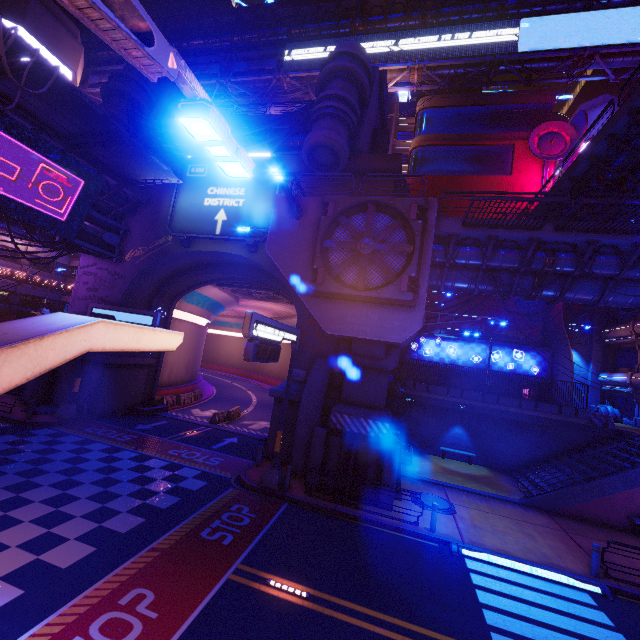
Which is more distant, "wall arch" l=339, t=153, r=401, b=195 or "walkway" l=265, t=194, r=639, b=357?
"wall arch" l=339, t=153, r=401, b=195

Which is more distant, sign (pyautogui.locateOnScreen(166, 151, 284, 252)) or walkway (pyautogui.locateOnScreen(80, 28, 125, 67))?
walkway (pyautogui.locateOnScreen(80, 28, 125, 67))

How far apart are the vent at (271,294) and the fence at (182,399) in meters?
10.1

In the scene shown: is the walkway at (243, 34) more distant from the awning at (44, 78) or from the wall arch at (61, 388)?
the awning at (44, 78)

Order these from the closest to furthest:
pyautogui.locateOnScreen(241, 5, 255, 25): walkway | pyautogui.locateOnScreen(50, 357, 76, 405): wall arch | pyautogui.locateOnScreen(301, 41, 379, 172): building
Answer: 1. pyautogui.locateOnScreen(301, 41, 379, 172): building
2. pyautogui.locateOnScreen(50, 357, 76, 405): wall arch
3. pyautogui.locateOnScreen(241, 5, 255, 25): walkway

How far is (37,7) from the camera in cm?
3562

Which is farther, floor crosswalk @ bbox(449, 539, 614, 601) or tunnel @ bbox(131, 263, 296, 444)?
tunnel @ bbox(131, 263, 296, 444)

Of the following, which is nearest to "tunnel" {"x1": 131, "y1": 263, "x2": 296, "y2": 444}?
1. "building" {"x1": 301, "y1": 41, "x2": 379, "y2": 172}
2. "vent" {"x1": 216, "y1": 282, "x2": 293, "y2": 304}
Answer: "vent" {"x1": 216, "y1": 282, "x2": 293, "y2": 304}
